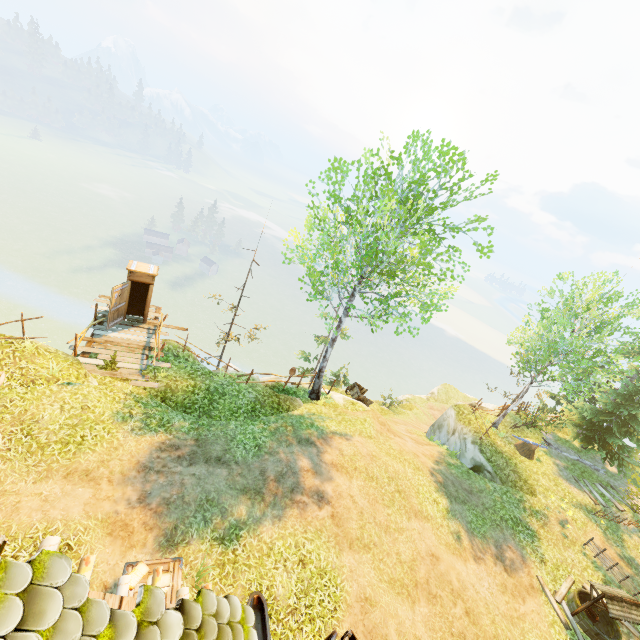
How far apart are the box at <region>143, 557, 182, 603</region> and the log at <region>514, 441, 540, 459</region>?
19.2 meters

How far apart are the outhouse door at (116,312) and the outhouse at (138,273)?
0.0m

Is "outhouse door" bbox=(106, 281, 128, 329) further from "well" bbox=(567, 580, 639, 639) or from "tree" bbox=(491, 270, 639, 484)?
"well" bbox=(567, 580, 639, 639)

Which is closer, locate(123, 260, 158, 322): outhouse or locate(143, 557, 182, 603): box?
locate(143, 557, 182, 603): box

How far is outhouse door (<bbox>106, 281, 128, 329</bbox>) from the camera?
13.4m

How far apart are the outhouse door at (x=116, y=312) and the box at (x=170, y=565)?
10.0m

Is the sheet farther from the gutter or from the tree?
the tree

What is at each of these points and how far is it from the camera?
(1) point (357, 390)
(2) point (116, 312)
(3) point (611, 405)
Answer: (1) cart, 21.2 meters
(2) outhouse door, 14.1 meters
(3) tree, 20.3 meters
